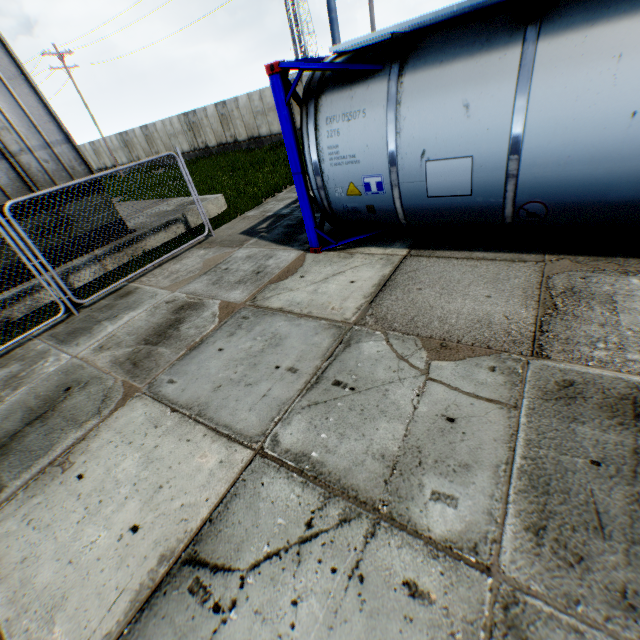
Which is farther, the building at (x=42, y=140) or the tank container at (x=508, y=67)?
the building at (x=42, y=140)

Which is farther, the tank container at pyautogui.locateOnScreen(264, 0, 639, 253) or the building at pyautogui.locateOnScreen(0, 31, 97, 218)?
the building at pyautogui.locateOnScreen(0, 31, 97, 218)

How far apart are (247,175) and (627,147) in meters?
15.1 m
